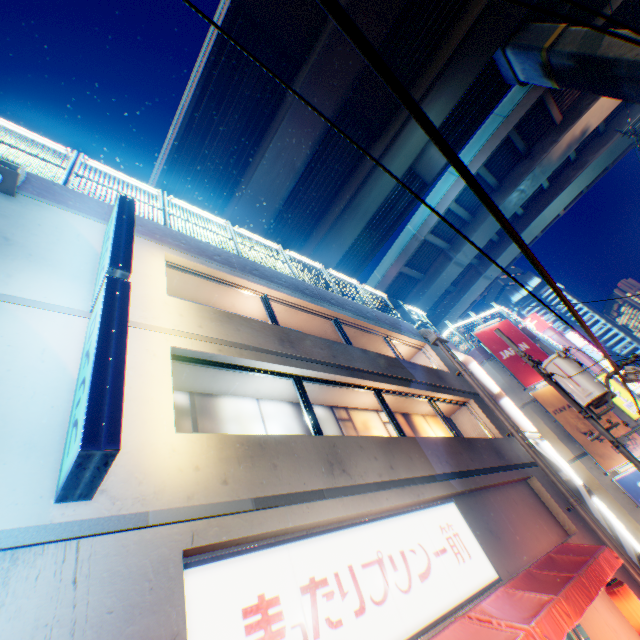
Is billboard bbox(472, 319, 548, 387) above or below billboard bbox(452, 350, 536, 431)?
above

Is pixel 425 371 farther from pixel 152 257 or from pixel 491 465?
pixel 152 257

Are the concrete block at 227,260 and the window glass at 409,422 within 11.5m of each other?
yes

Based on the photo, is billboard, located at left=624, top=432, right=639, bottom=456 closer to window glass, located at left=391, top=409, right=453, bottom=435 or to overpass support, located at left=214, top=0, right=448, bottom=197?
window glass, located at left=391, top=409, right=453, bottom=435

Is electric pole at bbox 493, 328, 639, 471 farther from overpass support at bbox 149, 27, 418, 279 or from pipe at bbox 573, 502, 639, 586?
overpass support at bbox 149, 27, 418, 279

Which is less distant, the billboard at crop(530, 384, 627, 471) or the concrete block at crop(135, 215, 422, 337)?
the concrete block at crop(135, 215, 422, 337)

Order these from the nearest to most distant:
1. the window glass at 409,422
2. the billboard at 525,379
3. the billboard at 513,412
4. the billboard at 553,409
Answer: the window glass at 409,422, the billboard at 513,412, the billboard at 553,409, the billboard at 525,379

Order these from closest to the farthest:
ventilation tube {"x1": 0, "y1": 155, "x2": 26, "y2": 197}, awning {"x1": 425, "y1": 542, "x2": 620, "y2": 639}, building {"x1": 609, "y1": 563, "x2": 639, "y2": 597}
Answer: awning {"x1": 425, "y1": 542, "x2": 620, "y2": 639}, ventilation tube {"x1": 0, "y1": 155, "x2": 26, "y2": 197}, building {"x1": 609, "y1": 563, "x2": 639, "y2": 597}
